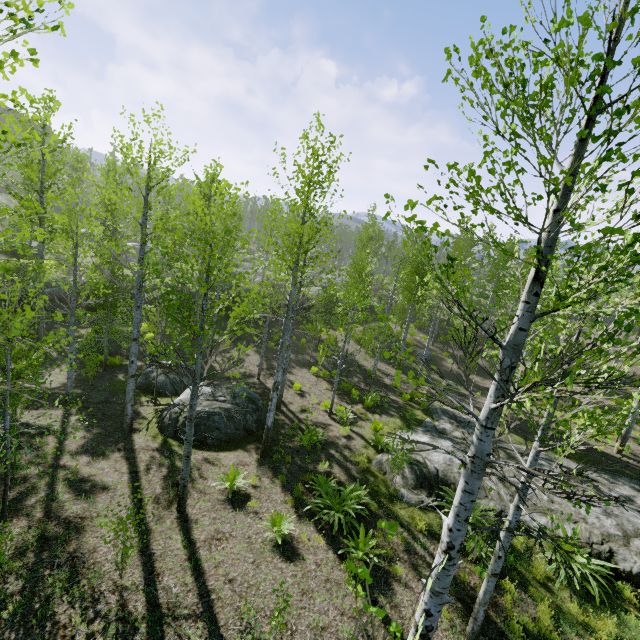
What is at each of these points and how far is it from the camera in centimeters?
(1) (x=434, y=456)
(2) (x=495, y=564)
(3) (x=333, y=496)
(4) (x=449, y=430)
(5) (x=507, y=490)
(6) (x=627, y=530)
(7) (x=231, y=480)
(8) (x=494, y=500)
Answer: (1) rock, 1198cm
(2) instancedfoliageactor, 612cm
(3) instancedfoliageactor, 909cm
(4) rock, 1450cm
(5) rock, 1049cm
(6) rock, 905cm
(7) instancedfoliageactor, 901cm
(8) rock, 1025cm

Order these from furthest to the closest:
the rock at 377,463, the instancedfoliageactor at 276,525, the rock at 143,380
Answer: the rock at 143,380 < the rock at 377,463 < the instancedfoliageactor at 276,525

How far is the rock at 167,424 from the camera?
11.23m

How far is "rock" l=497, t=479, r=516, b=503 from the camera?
10.3m

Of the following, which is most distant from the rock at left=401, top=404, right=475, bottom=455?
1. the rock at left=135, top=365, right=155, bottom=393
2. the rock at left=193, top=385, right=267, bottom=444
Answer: the rock at left=135, top=365, right=155, bottom=393
